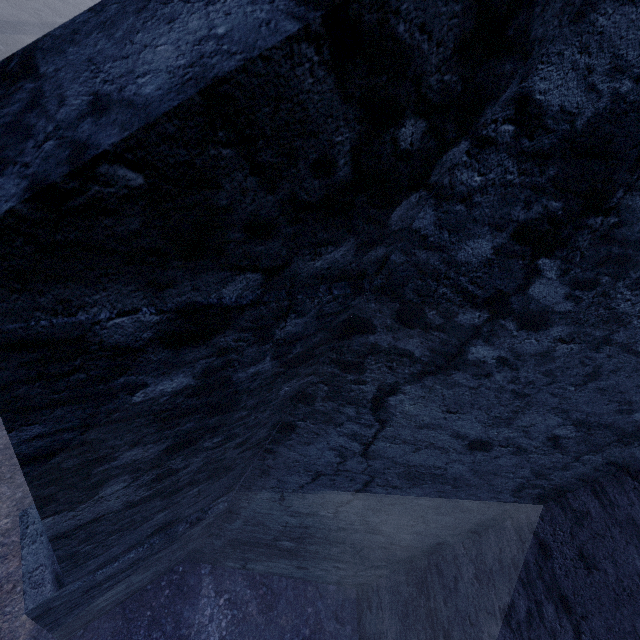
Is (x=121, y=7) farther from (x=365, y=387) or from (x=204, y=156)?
(x=365, y=387)
